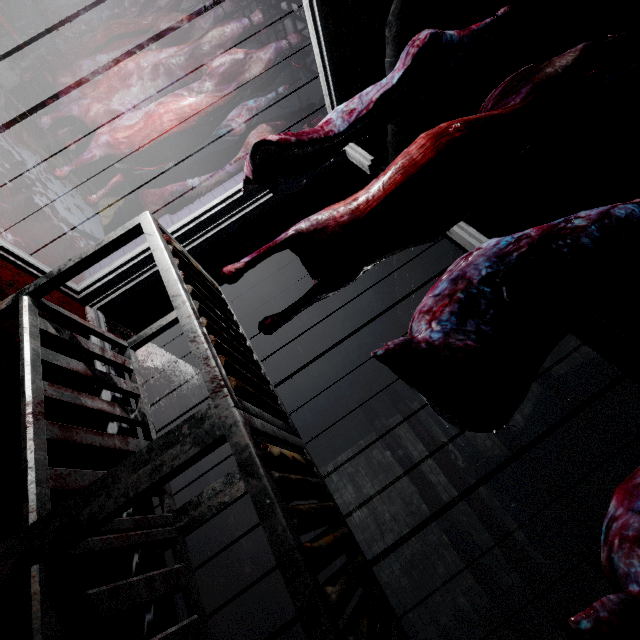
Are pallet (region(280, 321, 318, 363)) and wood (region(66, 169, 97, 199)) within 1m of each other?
no

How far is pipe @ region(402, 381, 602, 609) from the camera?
3.01m

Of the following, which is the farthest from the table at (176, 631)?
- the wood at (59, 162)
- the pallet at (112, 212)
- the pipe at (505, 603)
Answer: the pipe at (505, 603)

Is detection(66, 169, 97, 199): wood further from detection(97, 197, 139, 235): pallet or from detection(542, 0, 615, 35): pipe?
detection(542, 0, 615, 35): pipe

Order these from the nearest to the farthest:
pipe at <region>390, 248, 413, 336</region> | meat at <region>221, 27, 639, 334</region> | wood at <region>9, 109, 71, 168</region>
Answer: meat at <region>221, 27, 639, 334</region>, wood at <region>9, 109, 71, 168</region>, pipe at <region>390, 248, 413, 336</region>

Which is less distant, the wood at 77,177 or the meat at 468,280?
the meat at 468,280

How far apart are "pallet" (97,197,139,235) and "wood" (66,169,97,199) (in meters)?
0.08

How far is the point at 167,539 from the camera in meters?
1.2 m
